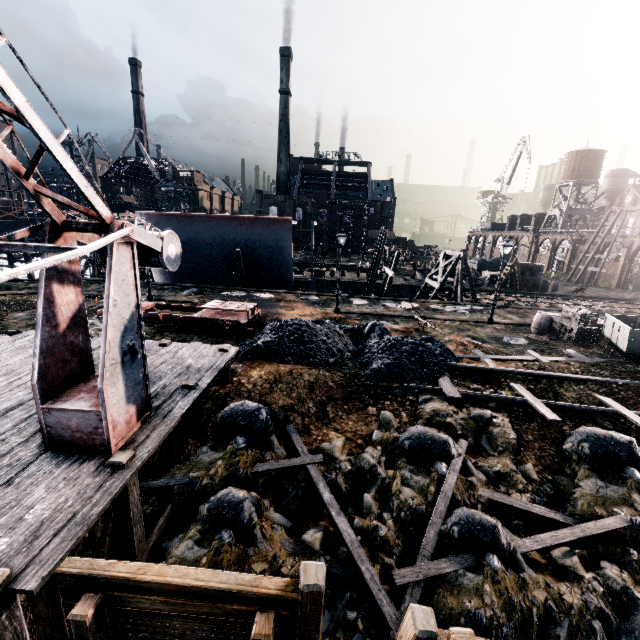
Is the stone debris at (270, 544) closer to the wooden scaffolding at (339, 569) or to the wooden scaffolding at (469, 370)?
the wooden scaffolding at (339, 569)

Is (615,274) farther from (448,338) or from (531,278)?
(448,338)

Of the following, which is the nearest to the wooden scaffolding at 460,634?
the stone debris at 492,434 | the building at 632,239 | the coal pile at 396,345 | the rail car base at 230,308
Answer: the stone debris at 492,434

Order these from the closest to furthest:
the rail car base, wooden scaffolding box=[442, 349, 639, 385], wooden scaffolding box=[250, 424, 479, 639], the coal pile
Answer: wooden scaffolding box=[250, 424, 479, 639] < wooden scaffolding box=[442, 349, 639, 385] < the coal pile < the rail car base

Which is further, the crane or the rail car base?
the rail car base

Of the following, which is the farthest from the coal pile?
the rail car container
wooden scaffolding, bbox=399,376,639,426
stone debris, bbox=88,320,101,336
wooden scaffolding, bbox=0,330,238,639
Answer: the rail car container

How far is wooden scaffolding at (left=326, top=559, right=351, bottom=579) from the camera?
6.88m

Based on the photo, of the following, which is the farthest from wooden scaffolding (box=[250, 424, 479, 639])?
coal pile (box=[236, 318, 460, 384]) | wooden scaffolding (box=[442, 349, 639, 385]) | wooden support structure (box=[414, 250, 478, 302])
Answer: wooden support structure (box=[414, 250, 478, 302])
